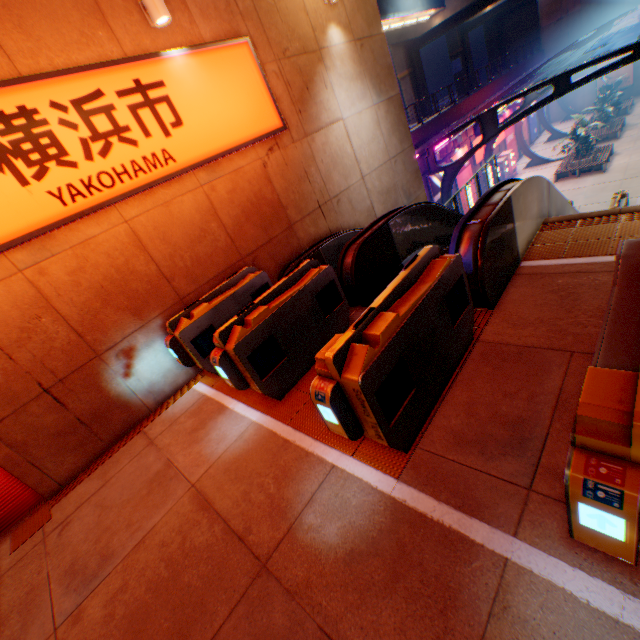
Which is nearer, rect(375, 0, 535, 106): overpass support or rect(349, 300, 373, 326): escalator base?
rect(349, 300, 373, 326): escalator base

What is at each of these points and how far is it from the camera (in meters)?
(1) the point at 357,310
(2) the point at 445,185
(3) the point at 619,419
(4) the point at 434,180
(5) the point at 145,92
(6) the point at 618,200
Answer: (1) escalator base, 5.47
(2) canopy, 17.91
(3) ticket machine, 1.33
(4) billboard, 19.53
(5) sign, 4.97
(6) ticket machine, 14.48

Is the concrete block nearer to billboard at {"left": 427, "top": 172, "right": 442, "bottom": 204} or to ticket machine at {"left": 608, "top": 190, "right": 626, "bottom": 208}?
billboard at {"left": 427, "top": 172, "right": 442, "bottom": 204}

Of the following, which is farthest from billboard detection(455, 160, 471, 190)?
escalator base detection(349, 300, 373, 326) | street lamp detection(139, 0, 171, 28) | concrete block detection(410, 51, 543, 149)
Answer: street lamp detection(139, 0, 171, 28)

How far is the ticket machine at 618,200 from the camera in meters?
14.2

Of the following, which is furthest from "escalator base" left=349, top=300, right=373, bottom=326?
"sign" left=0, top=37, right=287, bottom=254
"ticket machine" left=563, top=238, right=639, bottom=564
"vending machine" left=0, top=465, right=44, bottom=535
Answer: "vending machine" left=0, top=465, right=44, bottom=535

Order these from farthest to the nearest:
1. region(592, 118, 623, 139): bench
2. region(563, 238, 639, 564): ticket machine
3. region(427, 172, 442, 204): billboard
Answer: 1. region(592, 118, 623, 139): bench
2. region(427, 172, 442, 204): billboard
3. region(563, 238, 639, 564): ticket machine

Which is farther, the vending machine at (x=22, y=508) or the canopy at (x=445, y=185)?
the canopy at (x=445, y=185)
